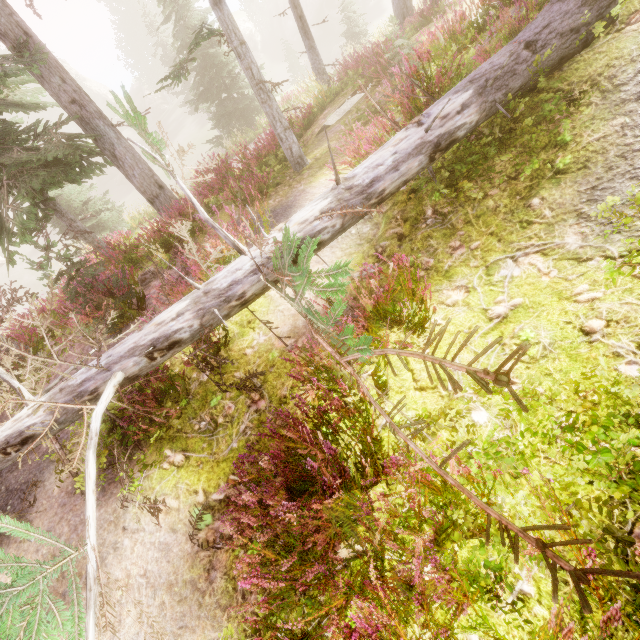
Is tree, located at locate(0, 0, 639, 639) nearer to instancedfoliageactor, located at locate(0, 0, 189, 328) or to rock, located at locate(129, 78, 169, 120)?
instancedfoliageactor, located at locate(0, 0, 189, 328)

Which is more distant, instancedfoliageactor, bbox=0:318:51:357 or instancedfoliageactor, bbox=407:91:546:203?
instancedfoliageactor, bbox=0:318:51:357

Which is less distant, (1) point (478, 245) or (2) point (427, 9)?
(1) point (478, 245)

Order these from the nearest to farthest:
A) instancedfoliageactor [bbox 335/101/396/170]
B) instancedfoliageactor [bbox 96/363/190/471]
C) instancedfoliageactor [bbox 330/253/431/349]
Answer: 1. instancedfoliageactor [bbox 330/253/431/349]
2. instancedfoliageactor [bbox 96/363/190/471]
3. instancedfoliageactor [bbox 335/101/396/170]

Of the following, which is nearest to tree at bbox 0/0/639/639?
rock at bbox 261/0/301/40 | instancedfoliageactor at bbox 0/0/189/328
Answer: instancedfoliageactor at bbox 0/0/189/328

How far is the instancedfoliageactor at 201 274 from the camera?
4.8m

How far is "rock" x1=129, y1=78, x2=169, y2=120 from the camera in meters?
51.8

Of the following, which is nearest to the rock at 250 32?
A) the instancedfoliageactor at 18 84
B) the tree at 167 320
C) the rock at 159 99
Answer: the instancedfoliageactor at 18 84
